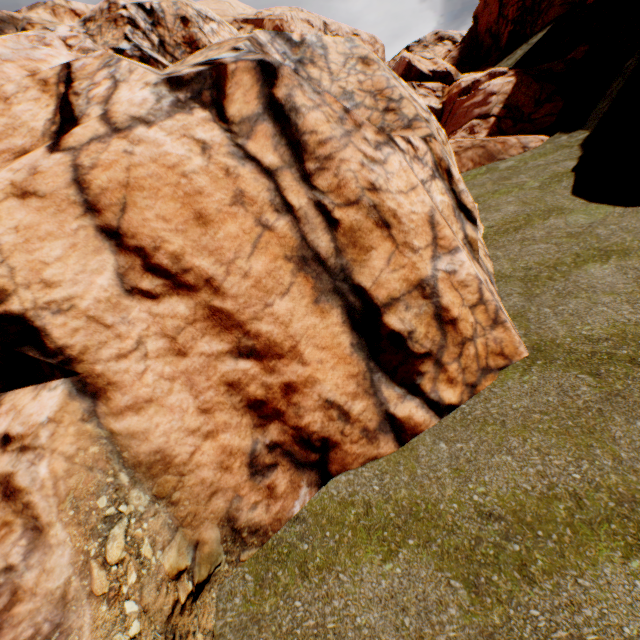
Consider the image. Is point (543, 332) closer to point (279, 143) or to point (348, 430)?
point (348, 430)
